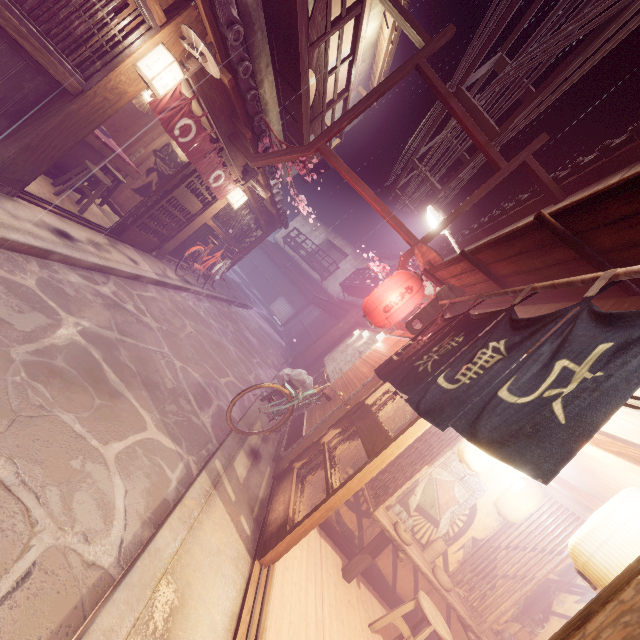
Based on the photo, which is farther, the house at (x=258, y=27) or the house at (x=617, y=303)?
the house at (x=258, y=27)

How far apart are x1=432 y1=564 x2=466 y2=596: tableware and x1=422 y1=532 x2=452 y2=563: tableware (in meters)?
0.29

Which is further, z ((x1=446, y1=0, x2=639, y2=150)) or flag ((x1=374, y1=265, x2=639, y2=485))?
z ((x1=446, y1=0, x2=639, y2=150))

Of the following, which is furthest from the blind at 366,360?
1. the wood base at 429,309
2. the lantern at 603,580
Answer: the lantern at 603,580

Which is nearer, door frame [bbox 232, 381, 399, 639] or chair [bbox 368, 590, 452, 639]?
door frame [bbox 232, 381, 399, 639]

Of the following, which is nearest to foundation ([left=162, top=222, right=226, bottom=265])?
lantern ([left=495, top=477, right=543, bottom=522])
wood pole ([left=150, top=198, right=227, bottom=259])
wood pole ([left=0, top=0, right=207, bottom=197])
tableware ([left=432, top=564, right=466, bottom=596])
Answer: wood pole ([left=0, top=0, right=207, bottom=197])

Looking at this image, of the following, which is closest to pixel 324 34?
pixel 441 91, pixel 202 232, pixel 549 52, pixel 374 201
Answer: pixel 441 91

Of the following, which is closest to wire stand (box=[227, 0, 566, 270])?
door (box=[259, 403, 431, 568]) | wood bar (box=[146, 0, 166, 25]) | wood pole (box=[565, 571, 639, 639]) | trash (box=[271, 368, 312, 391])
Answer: door (box=[259, 403, 431, 568])
